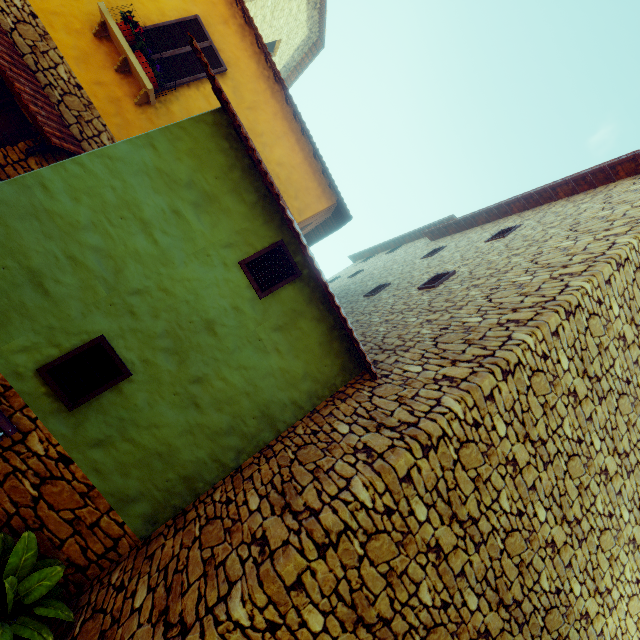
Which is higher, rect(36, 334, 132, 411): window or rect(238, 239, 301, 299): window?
rect(238, 239, 301, 299): window

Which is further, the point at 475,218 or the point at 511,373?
the point at 475,218

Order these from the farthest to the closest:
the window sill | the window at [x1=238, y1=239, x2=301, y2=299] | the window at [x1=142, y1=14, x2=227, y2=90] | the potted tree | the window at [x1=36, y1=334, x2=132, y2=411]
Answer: the window at [x1=142, y1=14, x2=227, y2=90], the window sill, the window at [x1=238, y1=239, x2=301, y2=299], the window at [x1=36, y1=334, x2=132, y2=411], the potted tree

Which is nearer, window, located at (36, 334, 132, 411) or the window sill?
window, located at (36, 334, 132, 411)

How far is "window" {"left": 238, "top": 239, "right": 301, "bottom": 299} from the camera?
4.3m

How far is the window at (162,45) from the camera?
6.25m

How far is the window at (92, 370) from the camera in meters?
3.5

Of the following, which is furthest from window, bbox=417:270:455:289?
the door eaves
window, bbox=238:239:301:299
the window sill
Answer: window, bbox=238:239:301:299
